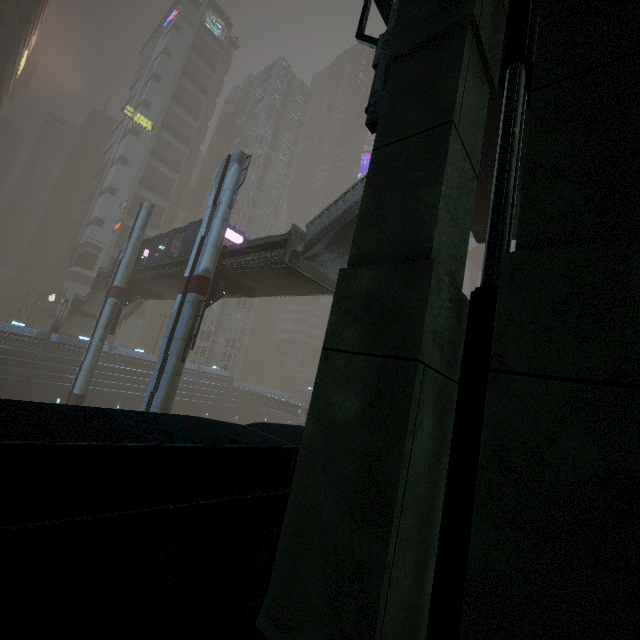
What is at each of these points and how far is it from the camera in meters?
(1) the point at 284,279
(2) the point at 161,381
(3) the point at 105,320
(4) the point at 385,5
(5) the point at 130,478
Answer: (1) bridge, 18.2 m
(2) sm, 16.7 m
(3) sm, 26.2 m
(4) bridge, 7.8 m
(5) building, 2.1 m

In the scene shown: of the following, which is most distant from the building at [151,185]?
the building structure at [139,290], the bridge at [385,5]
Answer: the building structure at [139,290]

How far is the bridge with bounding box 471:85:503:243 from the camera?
8.8m

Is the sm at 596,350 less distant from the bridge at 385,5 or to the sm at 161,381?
the bridge at 385,5

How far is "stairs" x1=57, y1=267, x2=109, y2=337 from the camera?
35.75m

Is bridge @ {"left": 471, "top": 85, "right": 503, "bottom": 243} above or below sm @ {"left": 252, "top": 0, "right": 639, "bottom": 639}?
above

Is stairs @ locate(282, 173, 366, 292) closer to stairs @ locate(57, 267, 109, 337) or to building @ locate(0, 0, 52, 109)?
building @ locate(0, 0, 52, 109)

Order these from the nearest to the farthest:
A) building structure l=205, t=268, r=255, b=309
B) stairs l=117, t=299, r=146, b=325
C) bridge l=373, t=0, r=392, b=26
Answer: bridge l=373, t=0, r=392, b=26 < building structure l=205, t=268, r=255, b=309 < stairs l=117, t=299, r=146, b=325
